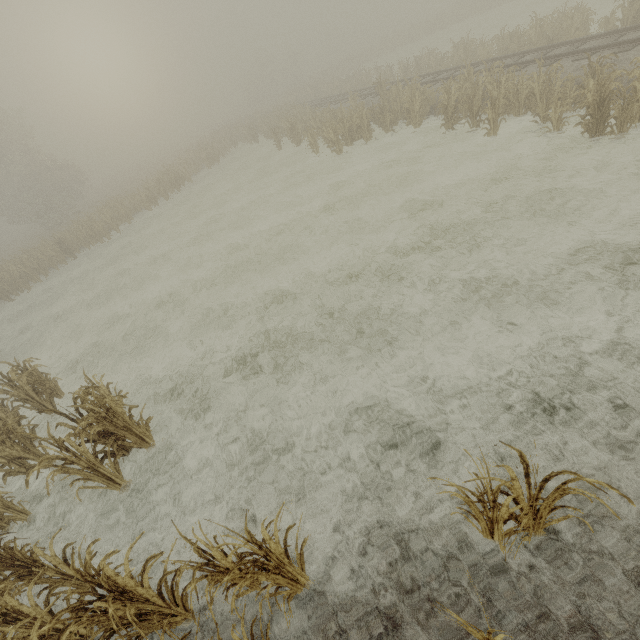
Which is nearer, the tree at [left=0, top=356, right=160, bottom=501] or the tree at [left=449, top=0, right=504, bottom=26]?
the tree at [left=0, top=356, right=160, bottom=501]

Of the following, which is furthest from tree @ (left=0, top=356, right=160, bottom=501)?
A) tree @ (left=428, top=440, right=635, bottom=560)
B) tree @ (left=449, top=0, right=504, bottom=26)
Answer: tree @ (left=449, top=0, right=504, bottom=26)

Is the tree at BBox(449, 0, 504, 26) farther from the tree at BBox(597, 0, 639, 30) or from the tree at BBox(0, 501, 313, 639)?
the tree at BBox(0, 501, 313, 639)

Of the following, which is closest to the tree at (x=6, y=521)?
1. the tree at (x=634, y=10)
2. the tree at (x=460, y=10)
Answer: the tree at (x=634, y=10)

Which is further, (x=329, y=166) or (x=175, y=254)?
(x=329, y=166)

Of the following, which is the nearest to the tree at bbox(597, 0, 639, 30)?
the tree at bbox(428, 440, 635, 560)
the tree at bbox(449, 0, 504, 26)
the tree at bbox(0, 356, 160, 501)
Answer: the tree at bbox(428, 440, 635, 560)

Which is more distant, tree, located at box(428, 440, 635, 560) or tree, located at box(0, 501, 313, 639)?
tree, located at box(0, 501, 313, 639)

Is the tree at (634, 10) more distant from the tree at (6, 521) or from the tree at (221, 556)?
the tree at (6, 521)
